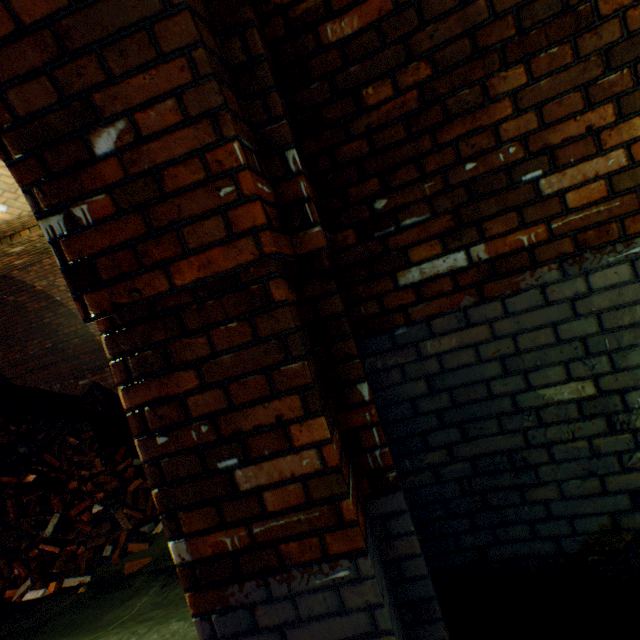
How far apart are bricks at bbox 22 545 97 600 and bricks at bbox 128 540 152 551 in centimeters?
46cm

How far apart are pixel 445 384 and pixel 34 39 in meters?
1.9

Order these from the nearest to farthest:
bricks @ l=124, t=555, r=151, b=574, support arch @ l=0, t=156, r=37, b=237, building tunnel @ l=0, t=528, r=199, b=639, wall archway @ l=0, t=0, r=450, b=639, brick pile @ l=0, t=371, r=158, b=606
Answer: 1. wall archway @ l=0, t=0, r=450, b=639
2. building tunnel @ l=0, t=528, r=199, b=639
3. support arch @ l=0, t=156, r=37, b=237
4. bricks @ l=124, t=555, r=151, b=574
5. brick pile @ l=0, t=371, r=158, b=606

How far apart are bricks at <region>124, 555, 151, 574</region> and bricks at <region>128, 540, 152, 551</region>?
0.4 meters

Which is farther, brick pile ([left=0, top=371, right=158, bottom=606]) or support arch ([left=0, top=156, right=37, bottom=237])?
brick pile ([left=0, top=371, right=158, bottom=606])

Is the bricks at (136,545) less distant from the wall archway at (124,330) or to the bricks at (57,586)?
the bricks at (57,586)

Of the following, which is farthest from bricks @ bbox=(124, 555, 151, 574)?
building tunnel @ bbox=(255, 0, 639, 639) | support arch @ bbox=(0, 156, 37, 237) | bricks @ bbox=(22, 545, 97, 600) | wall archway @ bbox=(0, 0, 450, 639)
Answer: wall archway @ bbox=(0, 0, 450, 639)

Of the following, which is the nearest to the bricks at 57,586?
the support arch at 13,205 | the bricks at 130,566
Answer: the bricks at 130,566
